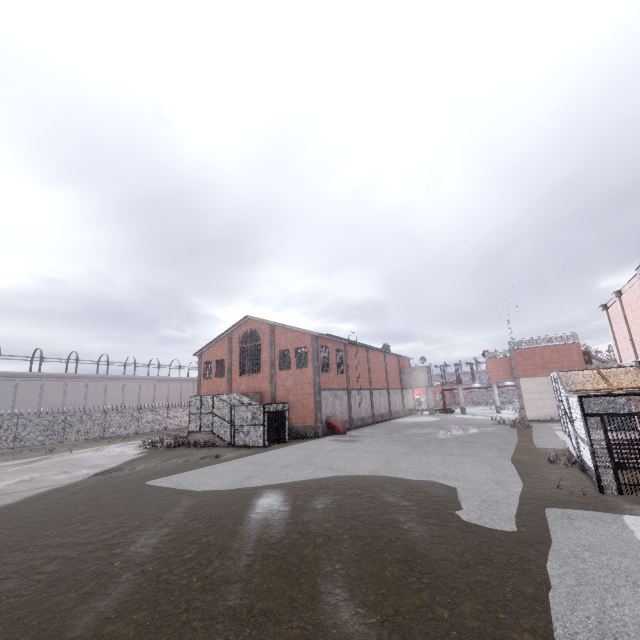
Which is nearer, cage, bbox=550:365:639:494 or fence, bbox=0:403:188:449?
cage, bbox=550:365:639:494

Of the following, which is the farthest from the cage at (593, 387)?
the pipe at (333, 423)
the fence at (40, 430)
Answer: the pipe at (333, 423)

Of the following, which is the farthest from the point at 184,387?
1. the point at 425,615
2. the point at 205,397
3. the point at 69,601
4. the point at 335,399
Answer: the point at 425,615

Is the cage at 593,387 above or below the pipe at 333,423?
above

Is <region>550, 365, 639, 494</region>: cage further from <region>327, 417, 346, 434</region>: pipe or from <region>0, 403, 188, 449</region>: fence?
<region>327, 417, 346, 434</region>: pipe

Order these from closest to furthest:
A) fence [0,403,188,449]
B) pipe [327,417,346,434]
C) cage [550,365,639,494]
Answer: cage [550,365,639,494] → pipe [327,417,346,434] → fence [0,403,188,449]
